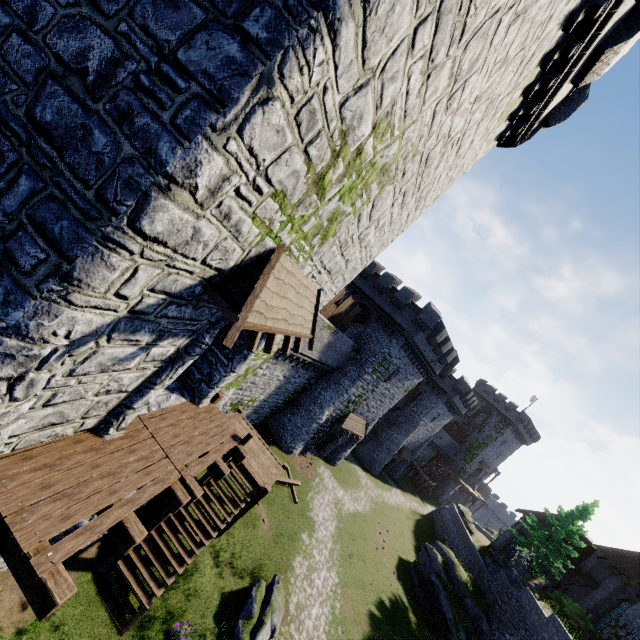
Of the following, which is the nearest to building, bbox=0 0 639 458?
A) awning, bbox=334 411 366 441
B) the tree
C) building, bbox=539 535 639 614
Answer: awning, bbox=334 411 366 441

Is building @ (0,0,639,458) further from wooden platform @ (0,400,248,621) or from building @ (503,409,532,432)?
building @ (503,409,532,432)

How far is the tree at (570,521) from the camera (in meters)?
27.58

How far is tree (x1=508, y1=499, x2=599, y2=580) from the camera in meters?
27.6 m

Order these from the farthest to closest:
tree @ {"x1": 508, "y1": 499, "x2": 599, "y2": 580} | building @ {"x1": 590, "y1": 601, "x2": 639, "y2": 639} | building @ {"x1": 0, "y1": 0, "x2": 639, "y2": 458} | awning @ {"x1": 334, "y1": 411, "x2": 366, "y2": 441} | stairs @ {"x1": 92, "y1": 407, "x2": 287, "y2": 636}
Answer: awning @ {"x1": 334, "y1": 411, "x2": 366, "y2": 441}
tree @ {"x1": 508, "y1": 499, "x2": 599, "y2": 580}
building @ {"x1": 590, "y1": 601, "x2": 639, "y2": 639}
stairs @ {"x1": 92, "y1": 407, "x2": 287, "y2": 636}
building @ {"x1": 0, "y1": 0, "x2": 639, "y2": 458}

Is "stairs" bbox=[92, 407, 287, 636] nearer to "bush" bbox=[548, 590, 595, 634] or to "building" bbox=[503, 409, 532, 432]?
"bush" bbox=[548, 590, 595, 634]

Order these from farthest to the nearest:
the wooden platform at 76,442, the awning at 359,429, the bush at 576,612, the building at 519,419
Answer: the building at 519,419, the awning at 359,429, the bush at 576,612, the wooden platform at 76,442

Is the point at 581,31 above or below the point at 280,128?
above
